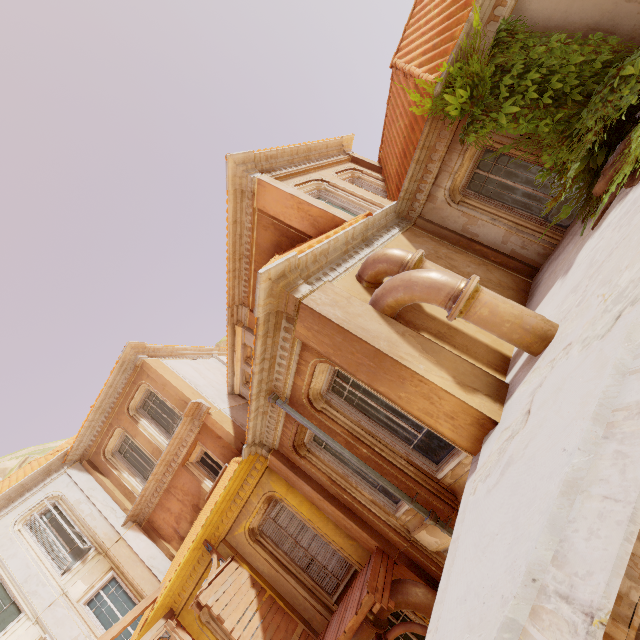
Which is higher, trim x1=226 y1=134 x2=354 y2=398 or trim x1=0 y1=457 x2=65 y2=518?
trim x1=0 y1=457 x2=65 y2=518

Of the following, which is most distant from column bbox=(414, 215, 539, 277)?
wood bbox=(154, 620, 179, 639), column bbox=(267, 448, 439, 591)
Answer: wood bbox=(154, 620, 179, 639)

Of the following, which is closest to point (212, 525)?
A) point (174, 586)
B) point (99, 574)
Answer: point (174, 586)

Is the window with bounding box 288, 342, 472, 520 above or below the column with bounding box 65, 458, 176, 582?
below

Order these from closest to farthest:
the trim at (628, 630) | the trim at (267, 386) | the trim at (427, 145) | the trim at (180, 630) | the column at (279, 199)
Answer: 1. the trim at (628, 630)
2. the trim at (267, 386)
3. the trim at (427, 145)
4. the column at (279, 199)
5. the trim at (180, 630)

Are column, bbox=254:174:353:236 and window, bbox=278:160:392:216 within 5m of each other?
yes

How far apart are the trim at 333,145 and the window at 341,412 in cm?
488

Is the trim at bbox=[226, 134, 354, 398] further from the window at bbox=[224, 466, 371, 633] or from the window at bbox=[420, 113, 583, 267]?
the window at bbox=[224, 466, 371, 633]
